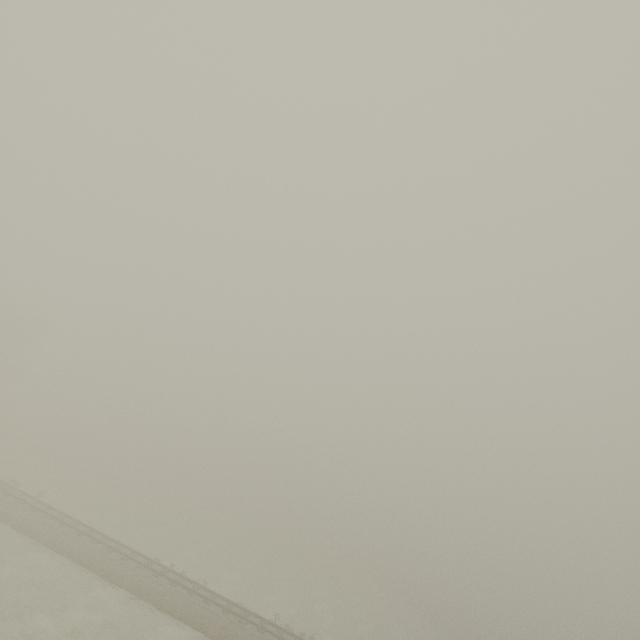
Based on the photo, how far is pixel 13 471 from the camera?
35.8 meters
